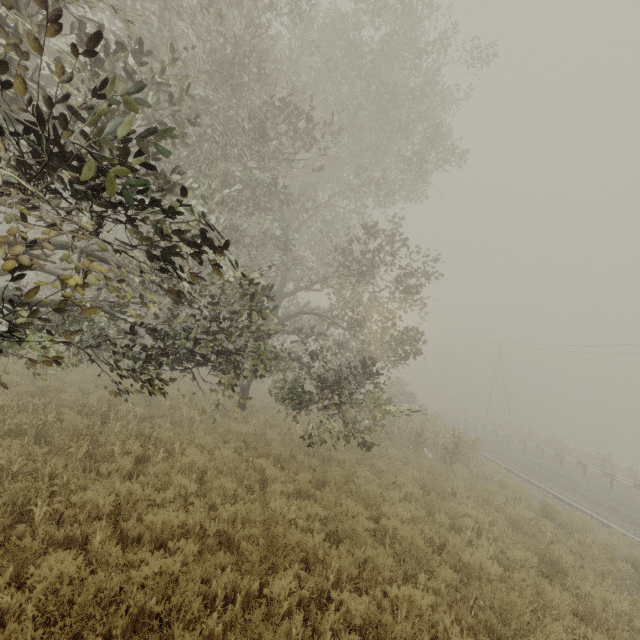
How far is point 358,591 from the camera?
5.17m
